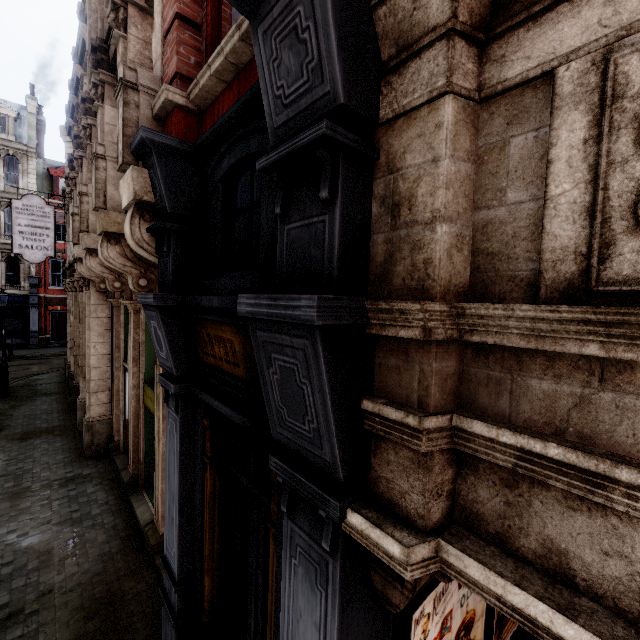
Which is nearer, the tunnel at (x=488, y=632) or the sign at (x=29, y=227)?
the tunnel at (x=488, y=632)

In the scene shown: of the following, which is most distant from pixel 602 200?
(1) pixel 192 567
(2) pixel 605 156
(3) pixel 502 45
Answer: (1) pixel 192 567

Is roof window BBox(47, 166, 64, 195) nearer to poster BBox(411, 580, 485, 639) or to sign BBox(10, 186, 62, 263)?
sign BBox(10, 186, 62, 263)

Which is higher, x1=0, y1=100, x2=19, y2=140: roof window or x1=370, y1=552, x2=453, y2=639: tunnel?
x1=0, y1=100, x2=19, y2=140: roof window

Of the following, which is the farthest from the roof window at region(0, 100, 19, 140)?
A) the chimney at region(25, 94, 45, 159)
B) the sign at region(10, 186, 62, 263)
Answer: the sign at region(10, 186, 62, 263)

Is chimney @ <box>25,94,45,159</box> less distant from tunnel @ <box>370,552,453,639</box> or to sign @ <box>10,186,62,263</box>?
sign @ <box>10,186,62,263</box>

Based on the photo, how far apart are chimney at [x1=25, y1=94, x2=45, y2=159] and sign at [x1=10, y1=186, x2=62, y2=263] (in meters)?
23.98
